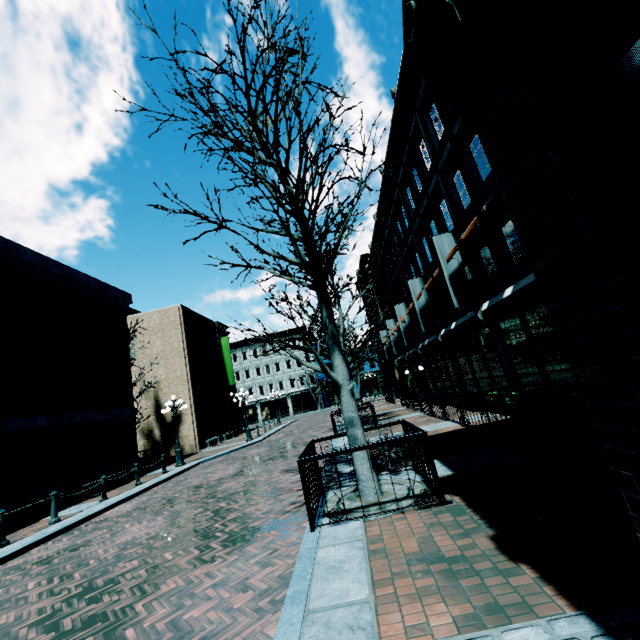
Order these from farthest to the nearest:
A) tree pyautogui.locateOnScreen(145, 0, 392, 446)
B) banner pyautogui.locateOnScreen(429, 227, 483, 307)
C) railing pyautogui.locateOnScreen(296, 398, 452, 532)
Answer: banner pyautogui.locateOnScreen(429, 227, 483, 307), tree pyautogui.locateOnScreen(145, 0, 392, 446), railing pyautogui.locateOnScreen(296, 398, 452, 532)

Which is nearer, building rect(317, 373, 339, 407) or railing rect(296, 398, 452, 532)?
railing rect(296, 398, 452, 532)

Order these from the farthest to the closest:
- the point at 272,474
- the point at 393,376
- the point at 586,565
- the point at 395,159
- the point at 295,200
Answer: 1. the point at 393,376
2. the point at 395,159
3. the point at 272,474
4. the point at 295,200
5. the point at 586,565

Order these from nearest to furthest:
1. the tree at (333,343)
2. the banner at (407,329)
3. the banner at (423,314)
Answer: the tree at (333,343) → the banner at (423,314) → the banner at (407,329)

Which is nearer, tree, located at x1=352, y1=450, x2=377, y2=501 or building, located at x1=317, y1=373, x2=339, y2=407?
tree, located at x1=352, y1=450, x2=377, y2=501

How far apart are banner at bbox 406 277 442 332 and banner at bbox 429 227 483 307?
4.8m

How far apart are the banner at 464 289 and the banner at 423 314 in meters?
4.8

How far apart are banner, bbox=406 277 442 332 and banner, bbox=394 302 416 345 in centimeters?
481cm
